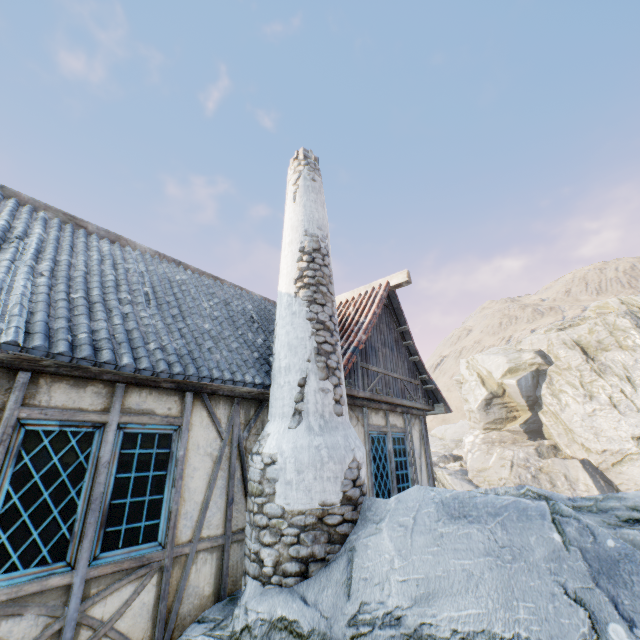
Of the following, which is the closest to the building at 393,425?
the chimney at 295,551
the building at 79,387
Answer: the chimney at 295,551

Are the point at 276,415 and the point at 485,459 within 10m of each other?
no

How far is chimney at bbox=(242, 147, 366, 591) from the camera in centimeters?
369cm

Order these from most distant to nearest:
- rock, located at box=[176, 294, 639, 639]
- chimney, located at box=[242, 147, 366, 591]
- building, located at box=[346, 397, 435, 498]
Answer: building, located at box=[346, 397, 435, 498] → chimney, located at box=[242, 147, 366, 591] → rock, located at box=[176, 294, 639, 639]

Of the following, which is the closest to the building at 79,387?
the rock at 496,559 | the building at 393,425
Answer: the rock at 496,559

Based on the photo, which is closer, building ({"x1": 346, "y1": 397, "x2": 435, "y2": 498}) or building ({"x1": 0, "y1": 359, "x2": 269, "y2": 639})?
building ({"x1": 0, "y1": 359, "x2": 269, "y2": 639})

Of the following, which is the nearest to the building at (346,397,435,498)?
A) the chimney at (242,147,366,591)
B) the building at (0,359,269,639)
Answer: the chimney at (242,147,366,591)

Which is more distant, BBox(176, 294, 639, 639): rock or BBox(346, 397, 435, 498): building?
BBox(346, 397, 435, 498): building
